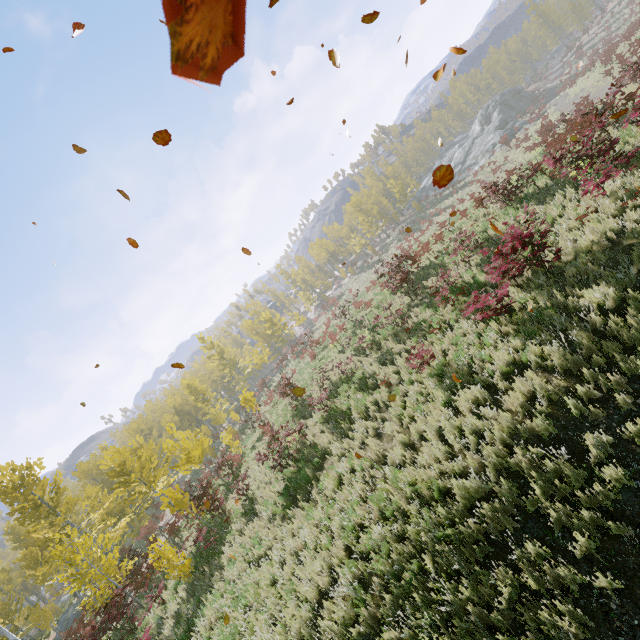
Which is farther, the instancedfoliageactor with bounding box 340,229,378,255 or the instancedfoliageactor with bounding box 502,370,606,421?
the instancedfoliageactor with bounding box 340,229,378,255

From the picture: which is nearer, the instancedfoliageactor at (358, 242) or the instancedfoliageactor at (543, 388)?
the instancedfoliageactor at (543, 388)

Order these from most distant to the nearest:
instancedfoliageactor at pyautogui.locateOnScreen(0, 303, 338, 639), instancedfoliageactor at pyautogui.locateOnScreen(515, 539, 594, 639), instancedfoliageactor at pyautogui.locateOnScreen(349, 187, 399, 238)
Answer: instancedfoliageactor at pyautogui.locateOnScreen(349, 187, 399, 238), instancedfoliageactor at pyautogui.locateOnScreen(0, 303, 338, 639), instancedfoliageactor at pyautogui.locateOnScreen(515, 539, 594, 639)

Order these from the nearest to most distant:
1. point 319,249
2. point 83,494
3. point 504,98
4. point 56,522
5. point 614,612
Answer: point 614,612
point 56,522
point 83,494
point 504,98
point 319,249

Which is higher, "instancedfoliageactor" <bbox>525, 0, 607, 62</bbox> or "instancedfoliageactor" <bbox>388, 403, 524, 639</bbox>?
"instancedfoliageactor" <bbox>525, 0, 607, 62</bbox>
